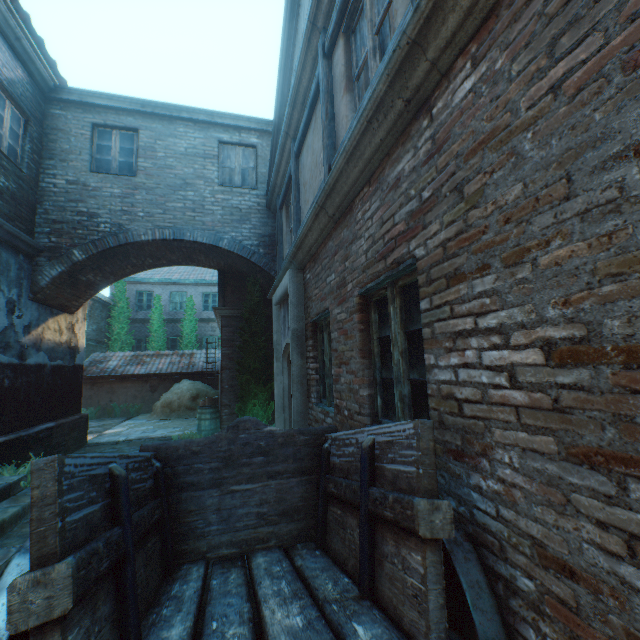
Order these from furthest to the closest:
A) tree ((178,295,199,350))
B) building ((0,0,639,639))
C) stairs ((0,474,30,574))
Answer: tree ((178,295,199,350)) → stairs ((0,474,30,574)) → building ((0,0,639,639))

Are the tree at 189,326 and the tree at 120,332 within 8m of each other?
yes

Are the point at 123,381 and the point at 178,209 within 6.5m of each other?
no

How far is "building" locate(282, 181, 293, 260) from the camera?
6.9 meters

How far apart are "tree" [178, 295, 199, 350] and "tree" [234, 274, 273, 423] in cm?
1157

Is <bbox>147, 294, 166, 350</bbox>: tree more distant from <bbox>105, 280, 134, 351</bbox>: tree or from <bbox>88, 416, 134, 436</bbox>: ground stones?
<bbox>88, 416, 134, 436</bbox>: ground stones

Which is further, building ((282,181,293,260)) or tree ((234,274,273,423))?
tree ((234,274,273,423))

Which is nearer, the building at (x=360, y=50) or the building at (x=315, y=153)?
the building at (x=360, y=50)
